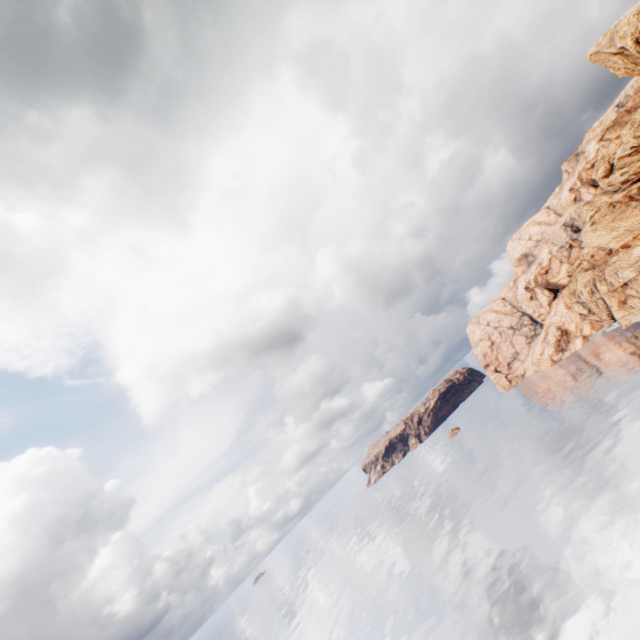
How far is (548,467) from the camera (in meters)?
59.66
